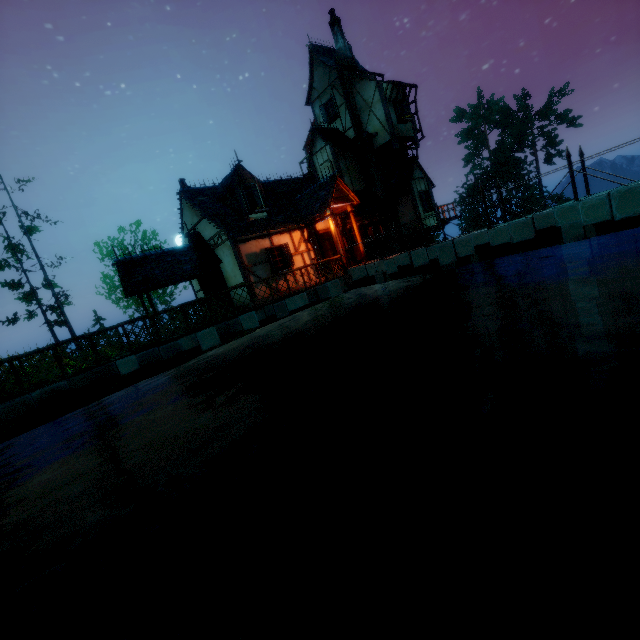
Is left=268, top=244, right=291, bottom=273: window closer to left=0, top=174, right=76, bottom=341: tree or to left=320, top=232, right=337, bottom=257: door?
left=320, top=232, right=337, bottom=257: door

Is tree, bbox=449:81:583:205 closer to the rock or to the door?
the rock

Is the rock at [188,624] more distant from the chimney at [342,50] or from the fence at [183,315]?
the chimney at [342,50]

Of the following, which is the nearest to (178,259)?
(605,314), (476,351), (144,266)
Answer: (144,266)

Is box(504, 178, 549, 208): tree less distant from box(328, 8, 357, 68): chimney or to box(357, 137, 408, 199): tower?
box(357, 137, 408, 199): tower

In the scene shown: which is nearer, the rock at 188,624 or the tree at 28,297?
the rock at 188,624

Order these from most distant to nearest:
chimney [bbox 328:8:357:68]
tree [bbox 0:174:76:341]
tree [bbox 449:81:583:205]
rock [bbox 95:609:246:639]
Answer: tree [bbox 449:81:583:205], tree [bbox 0:174:76:341], chimney [bbox 328:8:357:68], rock [bbox 95:609:246:639]

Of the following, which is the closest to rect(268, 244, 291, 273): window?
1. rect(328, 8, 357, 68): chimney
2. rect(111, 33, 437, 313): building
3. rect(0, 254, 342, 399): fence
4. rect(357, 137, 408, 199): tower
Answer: rect(111, 33, 437, 313): building
